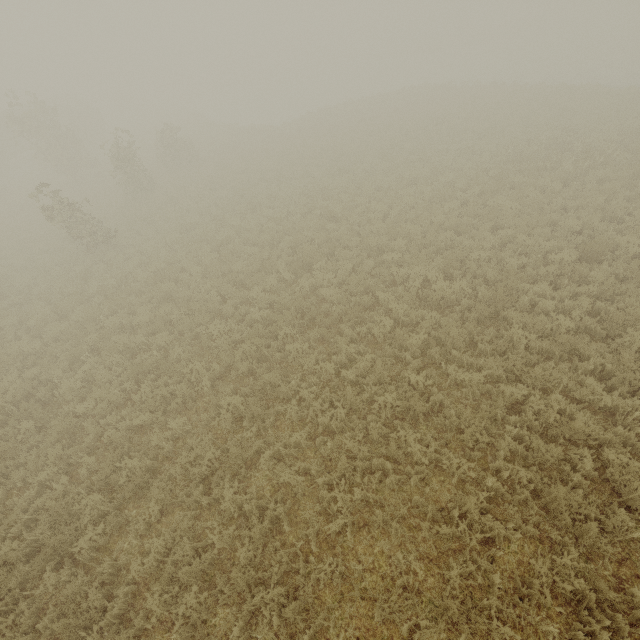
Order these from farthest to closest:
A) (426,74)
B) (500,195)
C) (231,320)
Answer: (426,74) → (500,195) → (231,320)
